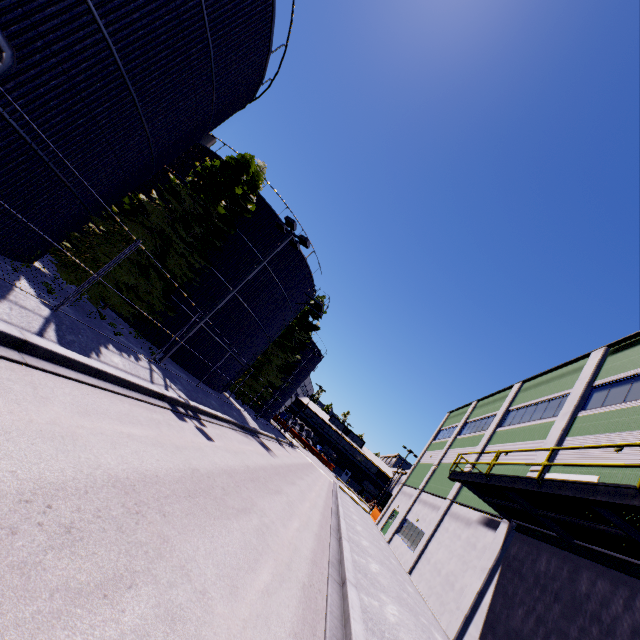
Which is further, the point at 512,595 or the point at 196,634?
the point at 512,595

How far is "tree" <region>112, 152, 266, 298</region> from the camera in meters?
13.8 m

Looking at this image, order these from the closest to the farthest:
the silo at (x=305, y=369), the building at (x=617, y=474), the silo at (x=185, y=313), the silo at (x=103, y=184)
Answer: the silo at (x=103, y=184) < the building at (x=617, y=474) < the silo at (x=185, y=313) < the silo at (x=305, y=369)

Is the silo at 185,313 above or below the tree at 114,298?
above

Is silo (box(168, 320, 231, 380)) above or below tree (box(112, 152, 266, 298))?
below

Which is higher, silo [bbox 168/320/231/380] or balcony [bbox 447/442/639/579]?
balcony [bbox 447/442/639/579]

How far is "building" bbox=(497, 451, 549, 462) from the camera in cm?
1474

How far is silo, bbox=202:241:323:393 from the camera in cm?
2303
